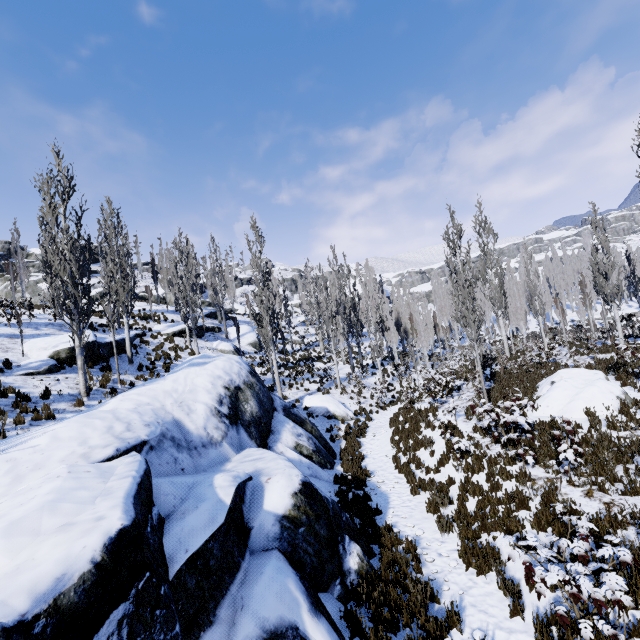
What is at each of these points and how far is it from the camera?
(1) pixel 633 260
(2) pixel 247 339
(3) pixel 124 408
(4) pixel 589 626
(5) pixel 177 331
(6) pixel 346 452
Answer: (1) instancedfoliageactor, 20.66m
(2) rock, 32.97m
(3) rock, 7.93m
(4) instancedfoliageactor, 4.17m
(5) rock, 25.95m
(6) instancedfoliageactor, 14.23m

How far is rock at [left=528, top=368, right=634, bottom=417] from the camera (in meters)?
10.53

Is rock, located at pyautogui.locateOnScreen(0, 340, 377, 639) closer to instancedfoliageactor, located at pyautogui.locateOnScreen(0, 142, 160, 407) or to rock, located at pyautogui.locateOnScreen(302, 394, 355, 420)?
instancedfoliageactor, located at pyautogui.locateOnScreen(0, 142, 160, 407)

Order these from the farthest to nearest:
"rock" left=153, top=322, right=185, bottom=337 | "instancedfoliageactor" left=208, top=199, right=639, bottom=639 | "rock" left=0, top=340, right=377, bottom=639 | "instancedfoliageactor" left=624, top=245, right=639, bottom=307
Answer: "rock" left=153, top=322, right=185, bottom=337
"instancedfoliageactor" left=624, top=245, right=639, bottom=307
"instancedfoliageactor" left=208, top=199, right=639, bottom=639
"rock" left=0, top=340, right=377, bottom=639

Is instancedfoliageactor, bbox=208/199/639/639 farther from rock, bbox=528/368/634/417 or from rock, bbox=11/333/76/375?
rock, bbox=528/368/634/417

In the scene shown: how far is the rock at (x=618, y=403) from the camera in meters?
10.5 m

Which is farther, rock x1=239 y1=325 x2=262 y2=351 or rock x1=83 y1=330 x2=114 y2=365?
rock x1=239 y1=325 x2=262 y2=351

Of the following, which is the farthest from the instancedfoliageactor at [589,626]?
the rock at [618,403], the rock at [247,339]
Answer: the rock at [618,403]
